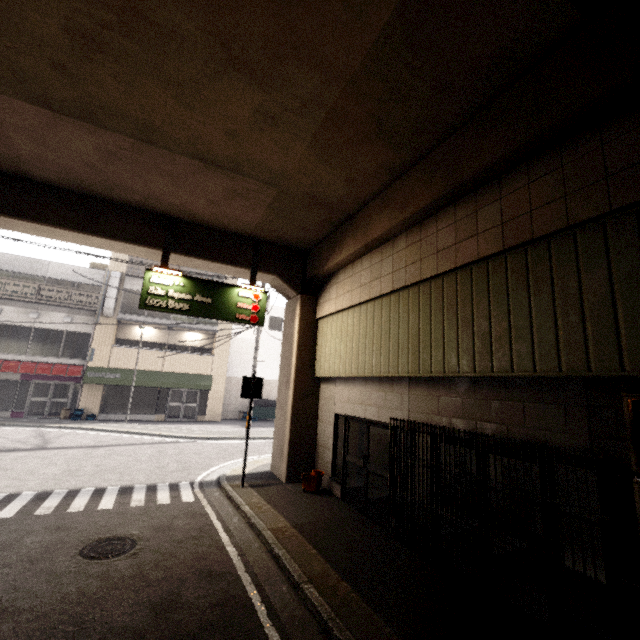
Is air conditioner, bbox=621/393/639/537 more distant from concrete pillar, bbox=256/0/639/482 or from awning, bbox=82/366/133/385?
awning, bbox=82/366/133/385

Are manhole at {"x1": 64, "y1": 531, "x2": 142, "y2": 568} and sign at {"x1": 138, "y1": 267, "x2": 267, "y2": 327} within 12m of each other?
yes

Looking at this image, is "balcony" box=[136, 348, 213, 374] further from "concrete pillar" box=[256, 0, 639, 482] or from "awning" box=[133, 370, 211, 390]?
"concrete pillar" box=[256, 0, 639, 482]

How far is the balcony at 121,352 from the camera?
19.3m

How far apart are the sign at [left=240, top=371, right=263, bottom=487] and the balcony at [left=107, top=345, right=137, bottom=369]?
13.9m

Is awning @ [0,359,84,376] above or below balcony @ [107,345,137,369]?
below

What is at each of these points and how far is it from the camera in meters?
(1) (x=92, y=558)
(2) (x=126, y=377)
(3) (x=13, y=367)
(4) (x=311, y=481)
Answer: (1) manhole, 4.9
(2) awning, 19.3
(3) awning, 17.3
(4) mop bucket, 8.3

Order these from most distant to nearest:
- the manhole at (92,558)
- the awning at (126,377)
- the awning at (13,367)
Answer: the awning at (126,377), the awning at (13,367), the manhole at (92,558)
